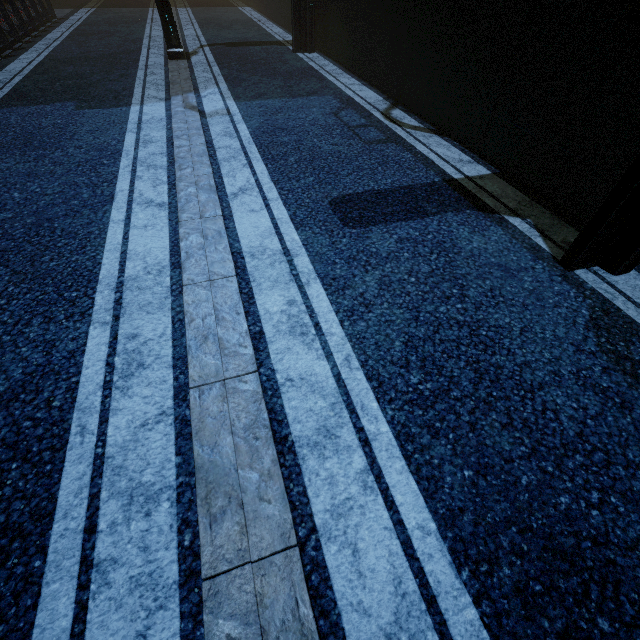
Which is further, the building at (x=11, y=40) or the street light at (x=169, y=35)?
the building at (x=11, y=40)

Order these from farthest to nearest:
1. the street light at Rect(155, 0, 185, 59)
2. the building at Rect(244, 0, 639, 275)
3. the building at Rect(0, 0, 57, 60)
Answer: the building at Rect(0, 0, 57, 60)
the street light at Rect(155, 0, 185, 59)
the building at Rect(244, 0, 639, 275)

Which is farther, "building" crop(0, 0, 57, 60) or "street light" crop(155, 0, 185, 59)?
"building" crop(0, 0, 57, 60)

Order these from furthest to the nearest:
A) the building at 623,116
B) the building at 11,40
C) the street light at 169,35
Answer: the building at 11,40, the street light at 169,35, the building at 623,116

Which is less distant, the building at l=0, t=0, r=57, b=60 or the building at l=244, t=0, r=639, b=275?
the building at l=244, t=0, r=639, b=275

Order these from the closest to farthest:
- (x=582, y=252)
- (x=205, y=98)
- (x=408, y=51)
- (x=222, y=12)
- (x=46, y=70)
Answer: (x=582, y=252)
(x=408, y=51)
(x=205, y=98)
(x=46, y=70)
(x=222, y=12)
